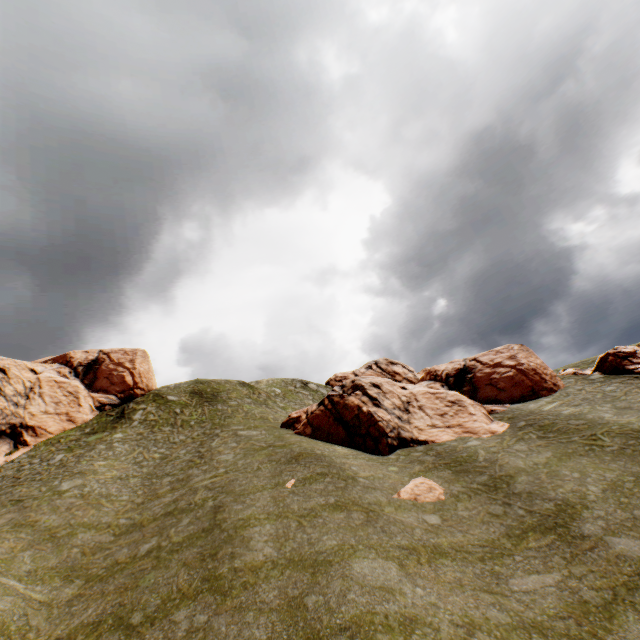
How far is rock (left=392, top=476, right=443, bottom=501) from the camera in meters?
16.2

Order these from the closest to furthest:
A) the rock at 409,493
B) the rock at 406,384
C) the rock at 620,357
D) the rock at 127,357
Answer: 1. the rock at 409,493
2. the rock at 406,384
3. the rock at 620,357
4. the rock at 127,357

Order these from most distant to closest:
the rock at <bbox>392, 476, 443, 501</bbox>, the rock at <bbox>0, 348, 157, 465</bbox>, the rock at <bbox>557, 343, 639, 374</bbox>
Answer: the rock at <bbox>0, 348, 157, 465</bbox>
the rock at <bbox>557, 343, 639, 374</bbox>
the rock at <bbox>392, 476, 443, 501</bbox>

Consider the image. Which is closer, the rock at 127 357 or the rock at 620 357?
the rock at 620 357

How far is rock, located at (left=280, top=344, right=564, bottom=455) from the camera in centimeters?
2423cm

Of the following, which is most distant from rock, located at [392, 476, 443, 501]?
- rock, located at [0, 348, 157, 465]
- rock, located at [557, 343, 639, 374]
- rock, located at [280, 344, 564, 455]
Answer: rock, located at [0, 348, 157, 465]

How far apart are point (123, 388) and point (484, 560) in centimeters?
4493cm

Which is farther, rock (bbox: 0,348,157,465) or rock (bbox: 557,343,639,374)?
rock (bbox: 0,348,157,465)
